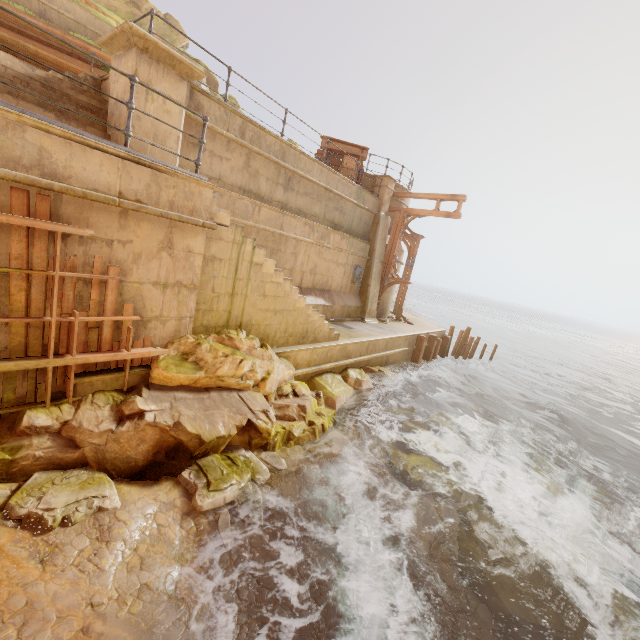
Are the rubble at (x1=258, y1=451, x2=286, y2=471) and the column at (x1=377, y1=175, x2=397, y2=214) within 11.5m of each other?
no

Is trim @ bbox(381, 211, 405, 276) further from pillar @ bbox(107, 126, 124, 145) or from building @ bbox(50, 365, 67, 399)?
pillar @ bbox(107, 126, 124, 145)

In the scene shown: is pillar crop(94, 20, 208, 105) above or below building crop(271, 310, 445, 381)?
above

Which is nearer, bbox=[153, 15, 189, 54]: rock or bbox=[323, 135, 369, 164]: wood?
bbox=[323, 135, 369, 164]: wood

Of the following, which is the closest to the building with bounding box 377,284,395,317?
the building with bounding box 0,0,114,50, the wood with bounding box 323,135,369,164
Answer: the wood with bounding box 323,135,369,164

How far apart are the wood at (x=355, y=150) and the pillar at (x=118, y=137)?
7.1 meters

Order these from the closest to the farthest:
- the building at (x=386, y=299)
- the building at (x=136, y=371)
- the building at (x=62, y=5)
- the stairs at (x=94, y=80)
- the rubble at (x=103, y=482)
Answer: the rubble at (x=103, y=482) < the building at (x=136, y=371) < the stairs at (x=94, y=80) < the building at (x=62, y=5) < the building at (x=386, y=299)

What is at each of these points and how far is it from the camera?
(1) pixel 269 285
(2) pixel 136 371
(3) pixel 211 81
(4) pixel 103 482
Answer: (1) stairs, 7.6 meters
(2) building, 5.5 meters
(3) rock, 26.6 meters
(4) rubble, 4.4 meters
